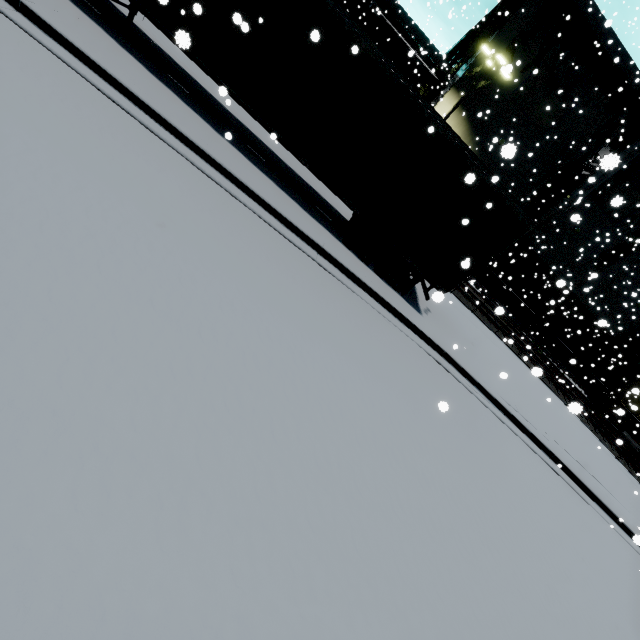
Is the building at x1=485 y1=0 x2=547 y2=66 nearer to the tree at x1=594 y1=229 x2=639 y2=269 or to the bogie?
the tree at x1=594 y1=229 x2=639 y2=269

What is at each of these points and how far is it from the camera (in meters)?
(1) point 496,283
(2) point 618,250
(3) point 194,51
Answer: (1) building, 29.80
(2) tree, 26.94
(3) semi trailer, 7.39

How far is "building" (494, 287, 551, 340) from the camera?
30.27m

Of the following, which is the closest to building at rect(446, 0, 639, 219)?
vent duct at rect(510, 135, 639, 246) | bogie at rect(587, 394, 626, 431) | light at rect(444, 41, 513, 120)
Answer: vent duct at rect(510, 135, 639, 246)

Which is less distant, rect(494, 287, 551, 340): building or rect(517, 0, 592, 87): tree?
rect(517, 0, 592, 87): tree

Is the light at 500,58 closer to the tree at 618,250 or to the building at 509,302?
the building at 509,302

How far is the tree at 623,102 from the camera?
21.75m
